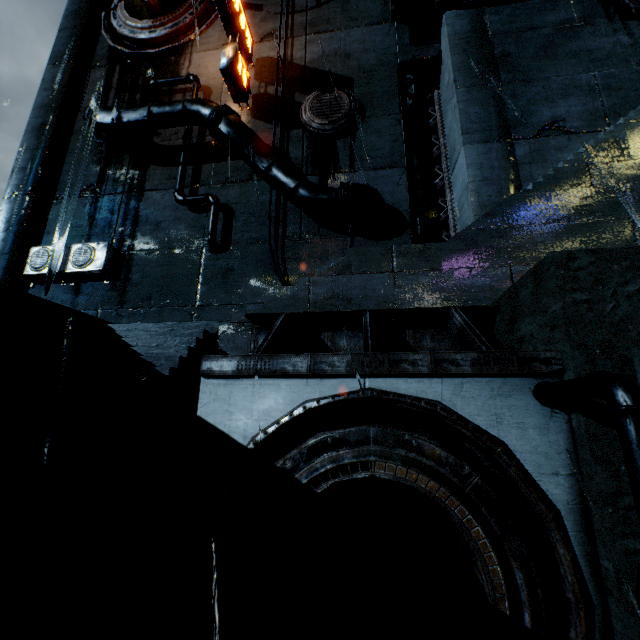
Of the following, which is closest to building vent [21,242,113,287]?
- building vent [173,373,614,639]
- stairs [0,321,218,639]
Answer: stairs [0,321,218,639]

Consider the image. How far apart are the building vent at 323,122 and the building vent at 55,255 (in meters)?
11.14

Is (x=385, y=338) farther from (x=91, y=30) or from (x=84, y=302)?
(x=91, y=30)

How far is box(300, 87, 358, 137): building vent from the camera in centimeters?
1575cm

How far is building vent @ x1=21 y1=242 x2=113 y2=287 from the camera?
15.3 meters

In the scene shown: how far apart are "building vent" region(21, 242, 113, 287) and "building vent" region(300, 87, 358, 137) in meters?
11.1

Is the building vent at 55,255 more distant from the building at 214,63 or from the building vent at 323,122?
the building vent at 323,122

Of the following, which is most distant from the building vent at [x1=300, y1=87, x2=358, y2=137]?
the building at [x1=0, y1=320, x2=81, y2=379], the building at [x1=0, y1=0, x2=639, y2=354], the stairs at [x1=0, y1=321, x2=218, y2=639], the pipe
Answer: the pipe
